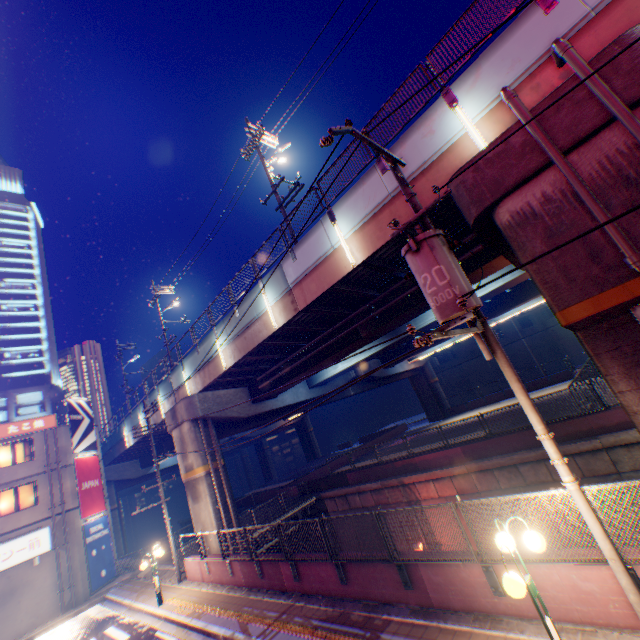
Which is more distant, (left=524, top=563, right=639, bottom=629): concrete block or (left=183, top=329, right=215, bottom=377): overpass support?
(left=183, top=329, right=215, bottom=377): overpass support

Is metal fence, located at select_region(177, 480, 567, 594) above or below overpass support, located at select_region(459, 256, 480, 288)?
below

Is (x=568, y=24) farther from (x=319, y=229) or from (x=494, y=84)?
(x=319, y=229)

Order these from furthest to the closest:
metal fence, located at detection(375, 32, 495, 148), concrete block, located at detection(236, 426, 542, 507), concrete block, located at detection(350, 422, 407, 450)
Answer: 1. concrete block, located at detection(350, 422, 407, 450)
2. concrete block, located at detection(236, 426, 542, 507)
3. metal fence, located at detection(375, 32, 495, 148)

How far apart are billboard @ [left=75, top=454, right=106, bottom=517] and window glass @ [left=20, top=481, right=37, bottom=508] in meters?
2.1 m

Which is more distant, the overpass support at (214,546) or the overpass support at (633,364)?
the overpass support at (214,546)

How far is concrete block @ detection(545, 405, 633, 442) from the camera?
13.07m
